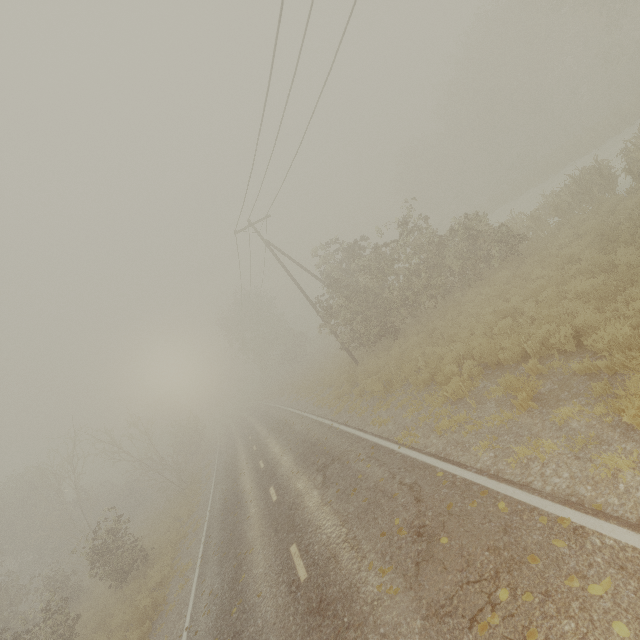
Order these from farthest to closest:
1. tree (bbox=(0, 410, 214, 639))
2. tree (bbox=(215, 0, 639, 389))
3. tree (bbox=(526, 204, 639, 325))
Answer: tree (bbox=(215, 0, 639, 389)) < tree (bbox=(0, 410, 214, 639)) < tree (bbox=(526, 204, 639, 325))

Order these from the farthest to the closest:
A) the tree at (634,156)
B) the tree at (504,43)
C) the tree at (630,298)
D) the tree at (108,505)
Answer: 1. the tree at (504,43)
2. the tree at (108,505)
3. the tree at (634,156)
4. the tree at (630,298)

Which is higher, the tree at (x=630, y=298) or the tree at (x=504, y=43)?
the tree at (x=504, y=43)

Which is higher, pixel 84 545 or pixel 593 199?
pixel 84 545

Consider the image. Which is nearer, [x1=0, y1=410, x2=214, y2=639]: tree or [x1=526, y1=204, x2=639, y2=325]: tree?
[x1=526, y1=204, x2=639, y2=325]: tree
